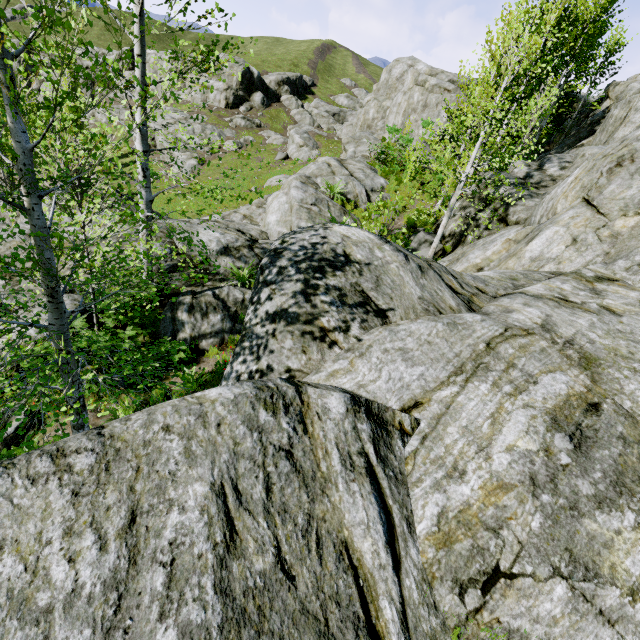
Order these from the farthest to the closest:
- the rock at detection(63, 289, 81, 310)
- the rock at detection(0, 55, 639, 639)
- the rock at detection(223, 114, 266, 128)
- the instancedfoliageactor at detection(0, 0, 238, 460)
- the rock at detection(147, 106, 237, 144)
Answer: the rock at detection(223, 114, 266, 128) < the rock at detection(147, 106, 237, 144) < the rock at detection(63, 289, 81, 310) < the instancedfoliageactor at detection(0, 0, 238, 460) < the rock at detection(0, 55, 639, 639)

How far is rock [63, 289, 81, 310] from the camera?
8.30m

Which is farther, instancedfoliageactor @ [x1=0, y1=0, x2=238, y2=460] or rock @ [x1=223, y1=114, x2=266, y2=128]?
rock @ [x1=223, y1=114, x2=266, y2=128]

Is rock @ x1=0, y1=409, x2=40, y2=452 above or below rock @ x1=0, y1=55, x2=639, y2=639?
below

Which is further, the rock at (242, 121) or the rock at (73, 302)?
the rock at (242, 121)

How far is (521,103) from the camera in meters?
16.6

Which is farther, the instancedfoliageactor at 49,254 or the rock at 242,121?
the rock at 242,121
